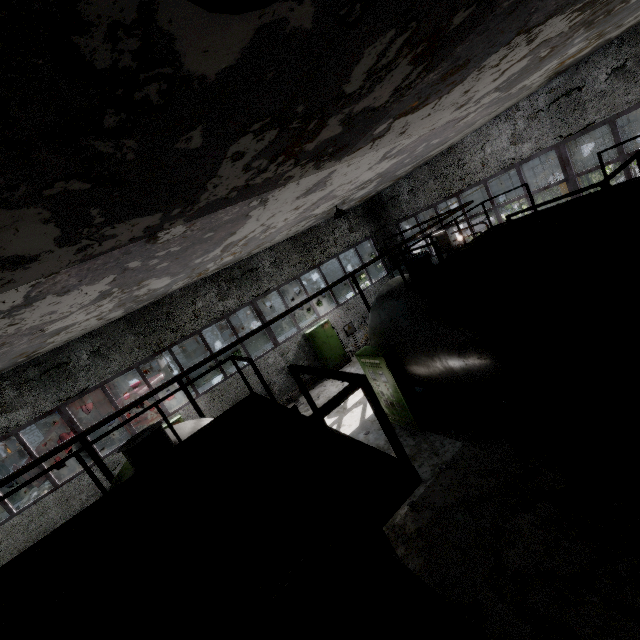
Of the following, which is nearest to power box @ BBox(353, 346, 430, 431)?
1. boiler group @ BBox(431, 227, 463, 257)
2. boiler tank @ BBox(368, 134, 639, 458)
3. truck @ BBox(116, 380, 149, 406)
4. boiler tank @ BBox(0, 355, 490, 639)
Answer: boiler tank @ BBox(368, 134, 639, 458)

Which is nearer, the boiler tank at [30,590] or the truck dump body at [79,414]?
the boiler tank at [30,590]

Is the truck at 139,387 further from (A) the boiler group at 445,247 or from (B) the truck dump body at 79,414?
(A) the boiler group at 445,247

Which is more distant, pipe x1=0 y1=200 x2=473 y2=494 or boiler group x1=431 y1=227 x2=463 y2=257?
boiler group x1=431 y1=227 x2=463 y2=257

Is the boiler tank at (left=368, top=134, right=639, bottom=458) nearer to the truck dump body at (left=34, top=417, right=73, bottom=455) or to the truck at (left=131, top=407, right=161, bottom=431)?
the truck at (left=131, top=407, right=161, bottom=431)

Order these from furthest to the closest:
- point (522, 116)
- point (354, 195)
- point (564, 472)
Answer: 1. point (354, 195)
2. point (522, 116)
3. point (564, 472)

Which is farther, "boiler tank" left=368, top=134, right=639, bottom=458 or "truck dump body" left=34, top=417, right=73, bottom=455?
"truck dump body" left=34, top=417, right=73, bottom=455

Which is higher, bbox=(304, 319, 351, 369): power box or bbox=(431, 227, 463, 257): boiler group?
bbox=(431, 227, 463, 257): boiler group
